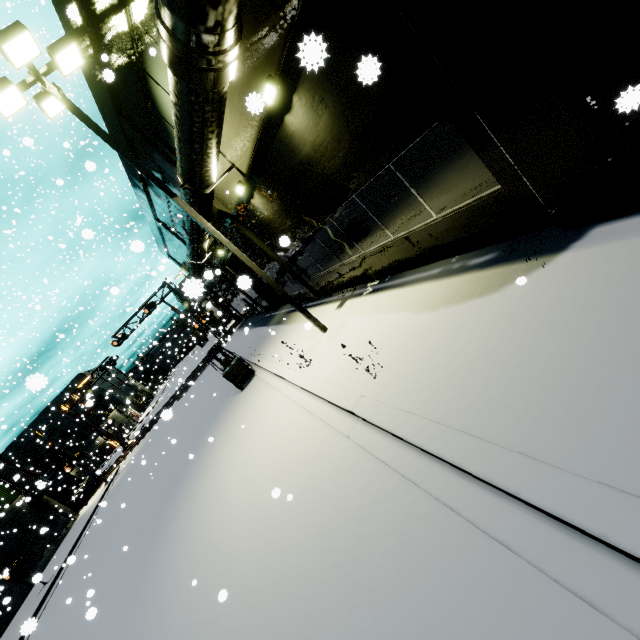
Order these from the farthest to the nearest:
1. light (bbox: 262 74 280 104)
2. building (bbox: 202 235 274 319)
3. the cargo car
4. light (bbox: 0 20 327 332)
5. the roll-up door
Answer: the cargo car, the roll-up door, building (bbox: 202 235 274 319), light (bbox: 0 20 327 332), light (bbox: 262 74 280 104)

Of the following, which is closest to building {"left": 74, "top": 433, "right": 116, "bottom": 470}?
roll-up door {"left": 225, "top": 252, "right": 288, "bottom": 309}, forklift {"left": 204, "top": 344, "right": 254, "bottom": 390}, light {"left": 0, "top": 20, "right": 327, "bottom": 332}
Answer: roll-up door {"left": 225, "top": 252, "right": 288, "bottom": 309}

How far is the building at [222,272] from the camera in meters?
17.6 m

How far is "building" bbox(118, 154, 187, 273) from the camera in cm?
1647

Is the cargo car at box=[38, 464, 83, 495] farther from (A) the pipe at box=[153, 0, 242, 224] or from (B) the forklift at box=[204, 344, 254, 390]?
(B) the forklift at box=[204, 344, 254, 390]

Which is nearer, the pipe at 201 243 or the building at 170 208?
the pipe at 201 243

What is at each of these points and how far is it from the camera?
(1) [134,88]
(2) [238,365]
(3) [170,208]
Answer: (1) building, 9.6 meters
(2) forklift, 14.4 meters
(3) building, 18.3 meters

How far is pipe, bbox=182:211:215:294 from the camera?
2.2 meters
